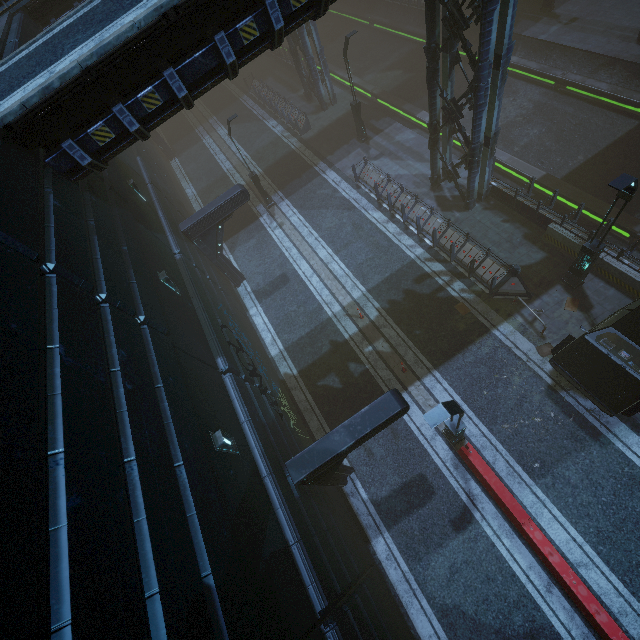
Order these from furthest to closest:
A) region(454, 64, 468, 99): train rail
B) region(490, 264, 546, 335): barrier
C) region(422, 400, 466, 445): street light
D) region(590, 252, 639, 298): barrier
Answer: region(454, 64, 468, 99): train rail < region(490, 264, 546, 335): barrier < region(590, 252, 639, 298): barrier < region(422, 400, 466, 445): street light

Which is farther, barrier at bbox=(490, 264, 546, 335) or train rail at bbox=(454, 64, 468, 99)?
train rail at bbox=(454, 64, 468, 99)

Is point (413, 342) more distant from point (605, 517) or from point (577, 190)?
point (577, 190)

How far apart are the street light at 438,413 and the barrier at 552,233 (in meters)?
8.25

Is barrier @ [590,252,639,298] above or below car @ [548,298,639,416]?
below

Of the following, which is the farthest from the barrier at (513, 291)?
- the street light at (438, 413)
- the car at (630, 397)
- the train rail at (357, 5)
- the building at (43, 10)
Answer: the street light at (438, 413)

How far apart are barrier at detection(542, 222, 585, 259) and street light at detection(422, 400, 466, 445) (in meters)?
8.25

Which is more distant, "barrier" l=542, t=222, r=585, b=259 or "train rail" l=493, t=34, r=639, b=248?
"train rail" l=493, t=34, r=639, b=248
